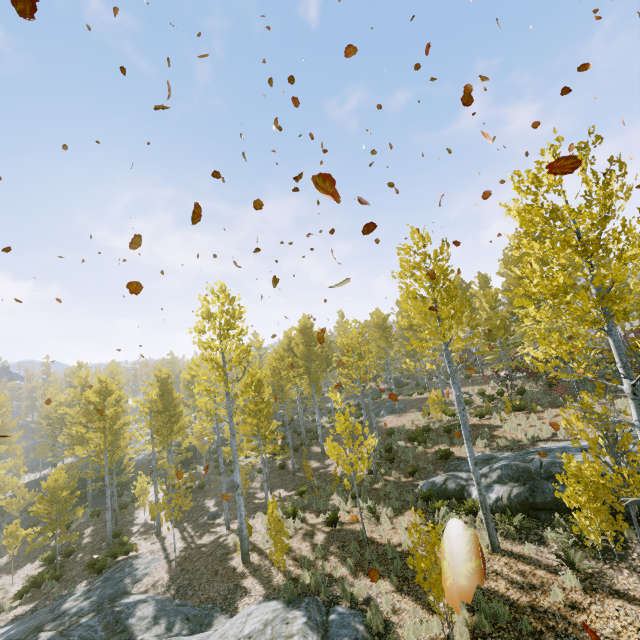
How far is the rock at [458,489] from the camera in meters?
11.4

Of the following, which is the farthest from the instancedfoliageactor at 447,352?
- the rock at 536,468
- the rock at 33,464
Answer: the rock at 33,464

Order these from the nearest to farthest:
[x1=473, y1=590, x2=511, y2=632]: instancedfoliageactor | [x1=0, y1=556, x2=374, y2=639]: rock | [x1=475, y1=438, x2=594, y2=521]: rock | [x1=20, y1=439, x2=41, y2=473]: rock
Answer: [x1=473, y1=590, x2=511, y2=632]: instancedfoliageactor < [x1=0, y1=556, x2=374, y2=639]: rock < [x1=475, y1=438, x2=594, y2=521]: rock < [x1=20, y1=439, x2=41, y2=473]: rock

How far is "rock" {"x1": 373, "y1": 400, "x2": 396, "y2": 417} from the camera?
26.94m

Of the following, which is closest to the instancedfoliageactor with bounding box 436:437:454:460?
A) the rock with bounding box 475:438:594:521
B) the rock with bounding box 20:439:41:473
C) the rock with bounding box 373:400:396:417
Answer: the rock with bounding box 475:438:594:521

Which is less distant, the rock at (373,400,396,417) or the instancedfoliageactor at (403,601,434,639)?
the instancedfoliageactor at (403,601,434,639)

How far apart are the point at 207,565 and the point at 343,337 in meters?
31.3
